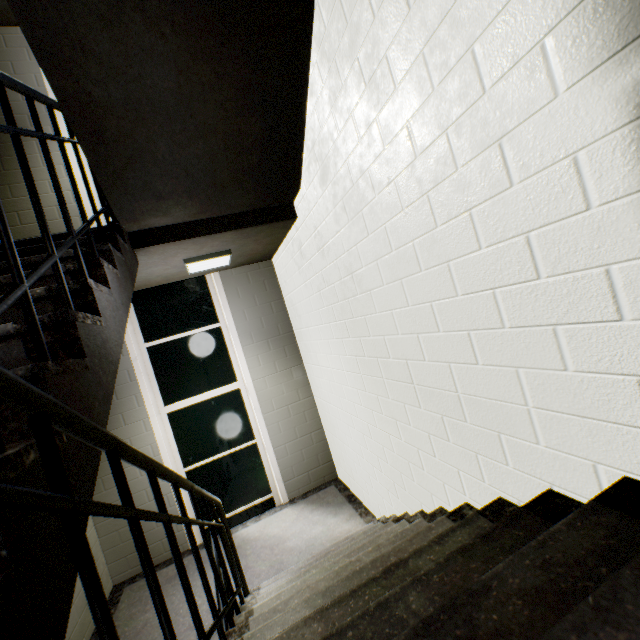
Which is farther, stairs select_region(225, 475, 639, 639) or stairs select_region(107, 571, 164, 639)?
stairs select_region(107, 571, 164, 639)

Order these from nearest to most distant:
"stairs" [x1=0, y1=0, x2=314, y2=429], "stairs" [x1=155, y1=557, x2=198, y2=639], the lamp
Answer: "stairs" [x1=0, y1=0, x2=314, y2=429], "stairs" [x1=155, y1=557, x2=198, y2=639], the lamp

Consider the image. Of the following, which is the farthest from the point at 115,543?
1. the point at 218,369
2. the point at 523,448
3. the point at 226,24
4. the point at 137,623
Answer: the point at 226,24

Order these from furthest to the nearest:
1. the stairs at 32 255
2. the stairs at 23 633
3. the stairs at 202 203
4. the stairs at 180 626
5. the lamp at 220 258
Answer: the lamp at 220 258, the stairs at 180 626, the stairs at 32 255, the stairs at 202 203, the stairs at 23 633

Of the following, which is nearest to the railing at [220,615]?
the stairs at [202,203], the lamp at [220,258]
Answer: the stairs at [202,203]

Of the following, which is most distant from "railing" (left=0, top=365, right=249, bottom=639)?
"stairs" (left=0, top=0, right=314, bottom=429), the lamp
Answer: the lamp

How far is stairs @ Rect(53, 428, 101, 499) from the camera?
0.80m

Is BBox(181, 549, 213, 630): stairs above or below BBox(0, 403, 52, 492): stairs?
below
